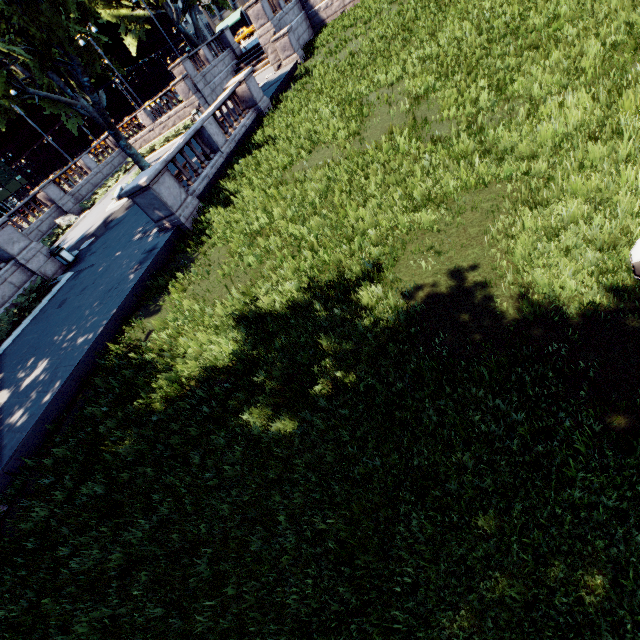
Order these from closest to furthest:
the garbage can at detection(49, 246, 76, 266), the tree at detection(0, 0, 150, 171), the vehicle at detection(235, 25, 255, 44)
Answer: the tree at detection(0, 0, 150, 171)
the garbage can at detection(49, 246, 76, 266)
the vehicle at detection(235, 25, 255, 44)

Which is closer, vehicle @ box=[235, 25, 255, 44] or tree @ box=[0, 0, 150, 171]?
tree @ box=[0, 0, 150, 171]

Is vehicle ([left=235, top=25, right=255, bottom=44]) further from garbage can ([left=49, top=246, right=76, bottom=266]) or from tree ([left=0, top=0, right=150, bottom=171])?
garbage can ([left=49, top=246, right=76, bottom=266])

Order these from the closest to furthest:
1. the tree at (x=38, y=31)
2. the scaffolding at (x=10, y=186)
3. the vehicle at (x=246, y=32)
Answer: the tree at (x=38, y=31) < the vehicle at (x=246, y=32) < the scaffolding at (x=10, y=186)

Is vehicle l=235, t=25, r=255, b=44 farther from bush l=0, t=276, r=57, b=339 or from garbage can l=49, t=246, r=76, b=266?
bush l=0, t=276, r=57, b=339

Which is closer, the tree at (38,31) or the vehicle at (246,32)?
the tree at (38,31)

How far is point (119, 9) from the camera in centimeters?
2867cm

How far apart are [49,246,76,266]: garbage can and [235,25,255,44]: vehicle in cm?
5299
